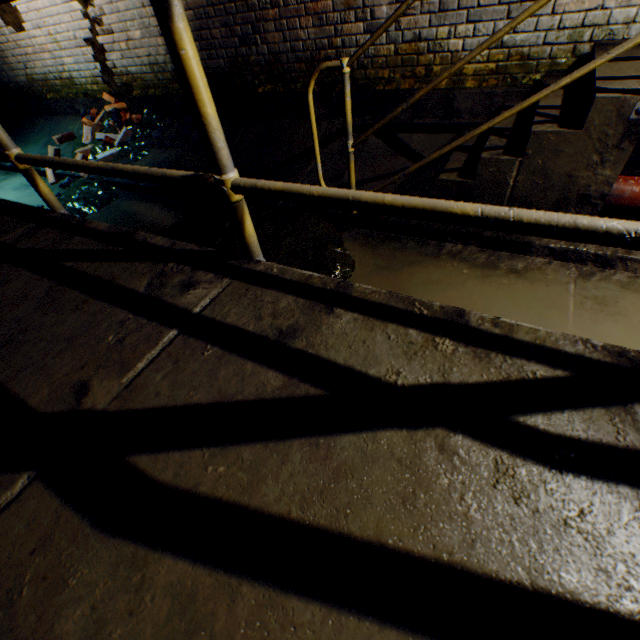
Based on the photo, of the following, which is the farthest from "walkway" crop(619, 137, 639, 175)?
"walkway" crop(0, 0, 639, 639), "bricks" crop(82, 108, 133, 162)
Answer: "bricks" crop(82, 108, 133, 162)

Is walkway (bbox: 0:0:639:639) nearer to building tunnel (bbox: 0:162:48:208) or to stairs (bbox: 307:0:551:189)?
building tunnel (bbox: 0:162:48:208)

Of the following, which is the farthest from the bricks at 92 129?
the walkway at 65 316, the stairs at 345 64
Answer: the stairs at 345 64

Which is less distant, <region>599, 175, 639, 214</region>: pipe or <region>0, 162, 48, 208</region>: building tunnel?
<region>599, 175, 639, 214</region>: pipe

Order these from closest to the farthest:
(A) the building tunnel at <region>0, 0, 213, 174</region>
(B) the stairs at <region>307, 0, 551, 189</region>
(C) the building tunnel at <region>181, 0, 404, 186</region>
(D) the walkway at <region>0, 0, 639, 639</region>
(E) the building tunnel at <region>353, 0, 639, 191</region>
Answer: (D) the walkway at <region>0, 0, 639, 639</region>
(B) the stairs at <region>307, 0, 551, 189</region>
(E) the building tunnel at <region>353, 0, 639, 191</region>
(C) the building tunnel at <region>181, 0, 404, 186</region>
(A) the building tunnel at <region>0, 0, 213, 174</region>

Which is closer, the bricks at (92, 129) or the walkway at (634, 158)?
the walkway at (634, 158)

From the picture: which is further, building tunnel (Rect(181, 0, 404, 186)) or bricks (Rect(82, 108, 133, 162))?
bricks (Rect(82, 108, 133, 162))

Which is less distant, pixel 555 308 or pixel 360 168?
pixel 555 308
